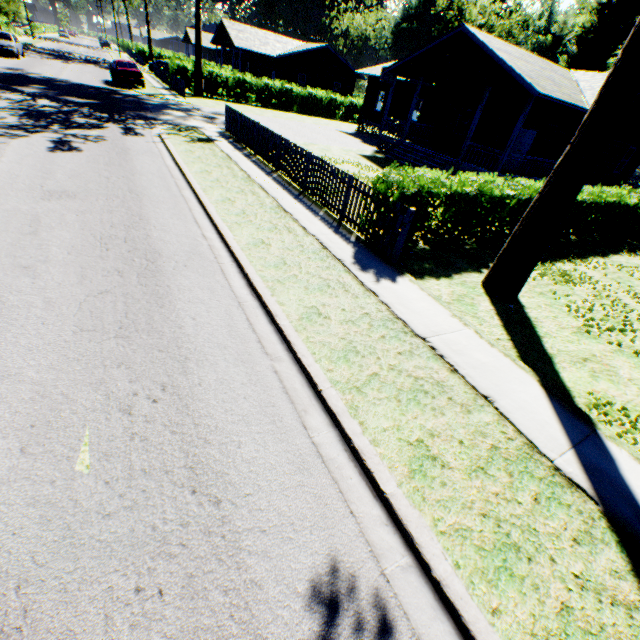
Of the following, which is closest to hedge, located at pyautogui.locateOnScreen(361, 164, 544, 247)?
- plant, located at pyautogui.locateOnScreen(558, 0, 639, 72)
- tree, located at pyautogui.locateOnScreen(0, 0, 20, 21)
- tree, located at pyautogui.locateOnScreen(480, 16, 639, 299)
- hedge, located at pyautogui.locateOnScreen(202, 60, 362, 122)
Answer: tree, located at pyautogui.locateOnScreen(480, 16, 639, 299)

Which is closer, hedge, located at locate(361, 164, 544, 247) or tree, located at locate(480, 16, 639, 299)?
tree, located at locate(480, 16, 639, 299)

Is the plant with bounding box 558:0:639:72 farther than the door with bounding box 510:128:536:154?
Yes

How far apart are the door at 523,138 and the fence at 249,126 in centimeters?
1614cm

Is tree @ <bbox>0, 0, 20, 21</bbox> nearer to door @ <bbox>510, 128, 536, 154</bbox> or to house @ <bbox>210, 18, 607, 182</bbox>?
house @ <bbox>210, 18, 607, 182</bbox>

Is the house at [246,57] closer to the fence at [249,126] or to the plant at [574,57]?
the fence at [249,126]

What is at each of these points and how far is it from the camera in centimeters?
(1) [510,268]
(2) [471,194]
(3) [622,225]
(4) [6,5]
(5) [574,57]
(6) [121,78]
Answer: (1) tree, 688cm
(2) hedge, 817cm
(3) hedge, 1403cm
(4) tree, 4297cm
(5) plant, 4266cm
(6) car, 2391cm

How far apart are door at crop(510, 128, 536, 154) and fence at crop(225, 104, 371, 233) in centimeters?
1614cm
